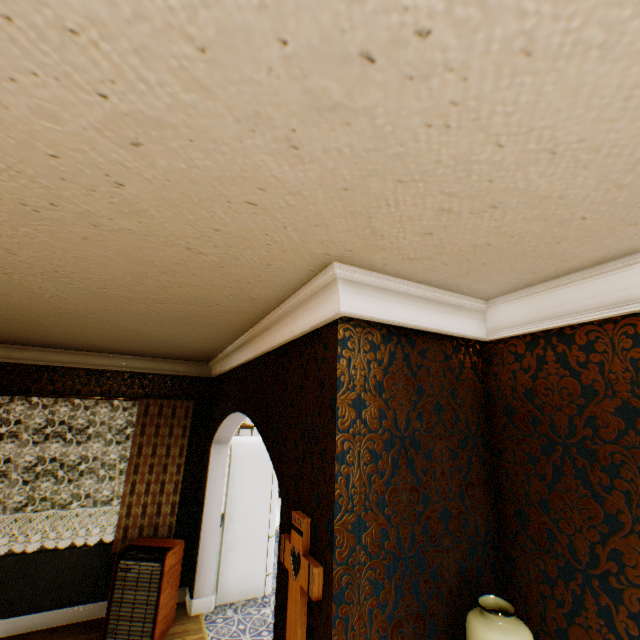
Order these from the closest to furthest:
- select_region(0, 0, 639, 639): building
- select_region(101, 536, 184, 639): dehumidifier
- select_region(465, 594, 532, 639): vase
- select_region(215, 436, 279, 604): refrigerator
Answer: select_region(0, 0, 639, 639): building → select_region(465, 594, 532, 639): vase → select_region(101, 536, 184, 639): dehumidifier → select_region(215, 436, 279, 604): refrigerator

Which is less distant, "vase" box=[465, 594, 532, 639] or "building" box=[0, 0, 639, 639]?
"building" box=[0, 0, 639, 639]

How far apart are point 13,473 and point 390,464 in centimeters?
493cm

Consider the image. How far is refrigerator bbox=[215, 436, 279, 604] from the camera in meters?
4.4 m

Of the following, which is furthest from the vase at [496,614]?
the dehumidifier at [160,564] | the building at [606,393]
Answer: the dehumidifier at [160,564]

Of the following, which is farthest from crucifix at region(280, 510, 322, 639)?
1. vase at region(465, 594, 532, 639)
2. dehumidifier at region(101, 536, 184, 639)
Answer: dehumidifier at region(101, 536, 184, 639)

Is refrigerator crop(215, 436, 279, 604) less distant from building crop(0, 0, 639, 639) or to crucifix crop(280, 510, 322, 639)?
building crop(0, 0, 639, 639)

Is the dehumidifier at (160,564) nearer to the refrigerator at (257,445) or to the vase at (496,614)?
the refrigerator at (257,445)
